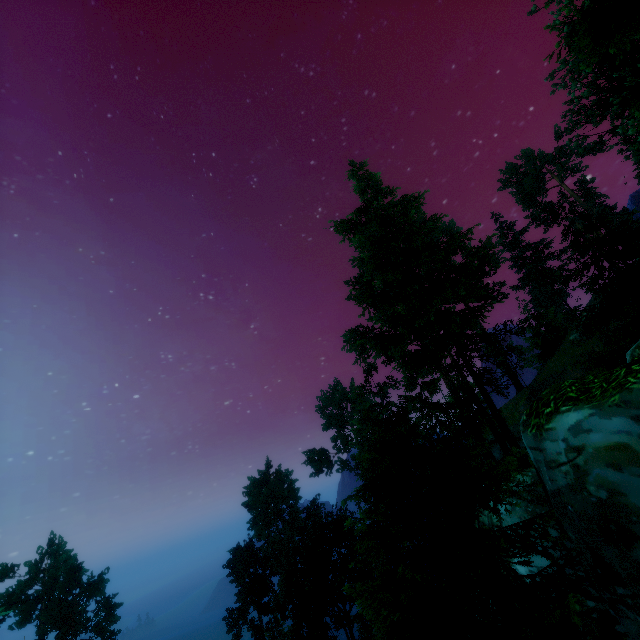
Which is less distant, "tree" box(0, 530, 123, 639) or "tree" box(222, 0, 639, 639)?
"tree" box(222, 0, 639, 639)

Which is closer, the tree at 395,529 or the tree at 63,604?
the tree at 395,529

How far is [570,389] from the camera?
5.8 meters
